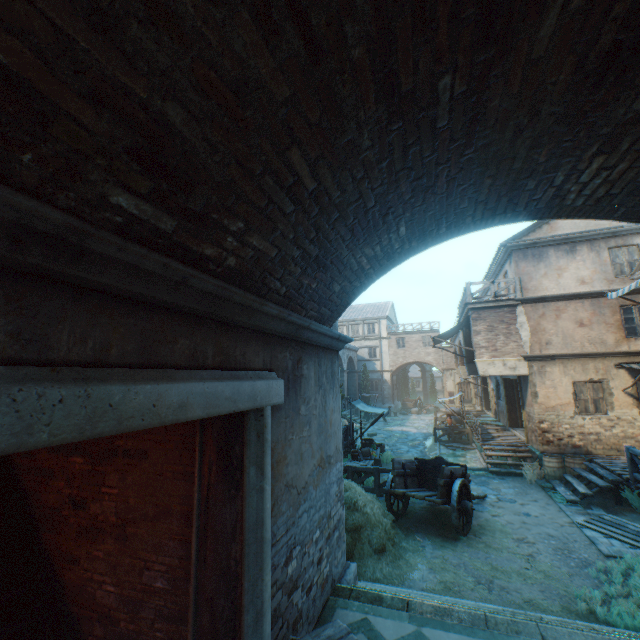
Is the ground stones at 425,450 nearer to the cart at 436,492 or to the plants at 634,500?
the cart at 436,492

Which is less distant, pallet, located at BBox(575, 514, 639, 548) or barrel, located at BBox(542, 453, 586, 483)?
pallet, located at BBox(575, 514, 639, 548)

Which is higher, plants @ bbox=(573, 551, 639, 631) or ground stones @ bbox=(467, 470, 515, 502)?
plants @ bbox=(573, 551, 639, 631)

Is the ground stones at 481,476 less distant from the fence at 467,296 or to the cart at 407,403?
the fence at 467,296

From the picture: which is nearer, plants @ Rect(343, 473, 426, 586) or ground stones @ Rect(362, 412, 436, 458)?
plants @ Rect(343, 473, 426, 586)

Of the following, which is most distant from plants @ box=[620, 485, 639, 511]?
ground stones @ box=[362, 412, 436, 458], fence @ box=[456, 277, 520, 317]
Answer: fence @ box=[456, 277, 520, 317]

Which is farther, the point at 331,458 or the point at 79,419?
the point at 331,458

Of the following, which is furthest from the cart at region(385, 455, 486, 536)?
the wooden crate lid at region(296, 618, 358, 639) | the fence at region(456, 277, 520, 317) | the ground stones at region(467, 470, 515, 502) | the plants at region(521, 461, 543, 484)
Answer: the fence at region(456, 277, 520, 317)
